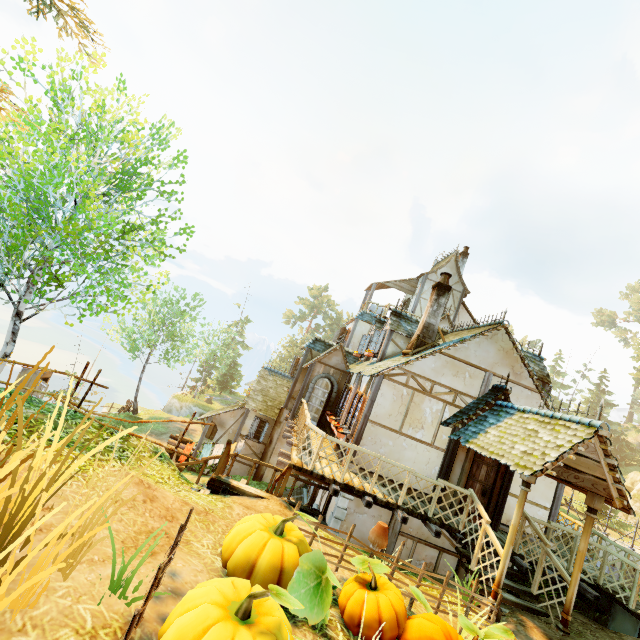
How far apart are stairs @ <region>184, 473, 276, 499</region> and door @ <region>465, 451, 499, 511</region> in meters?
5.5

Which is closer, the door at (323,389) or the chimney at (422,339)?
the chimney at (422,339)

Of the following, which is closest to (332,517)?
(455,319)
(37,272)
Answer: (37,272)

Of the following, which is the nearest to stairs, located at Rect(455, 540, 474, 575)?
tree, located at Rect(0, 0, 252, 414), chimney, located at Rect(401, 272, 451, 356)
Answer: chimney, located at Rect(401, 272, 451, 356)

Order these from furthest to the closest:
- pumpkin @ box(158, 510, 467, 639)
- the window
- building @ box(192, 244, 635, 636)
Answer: the window, building @ box(192, 244, 635, 636), pumpkin @ box(158, 510, 467, 639)

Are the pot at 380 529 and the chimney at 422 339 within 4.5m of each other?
no

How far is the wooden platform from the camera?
8.3m

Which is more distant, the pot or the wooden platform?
the wooden platform
